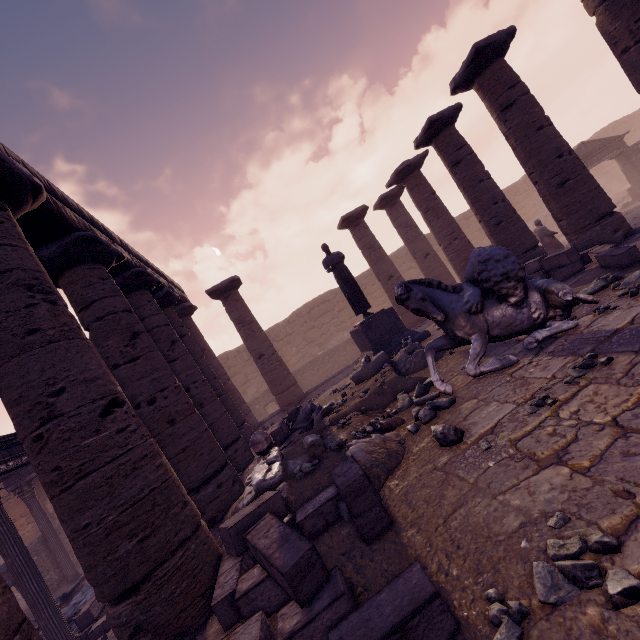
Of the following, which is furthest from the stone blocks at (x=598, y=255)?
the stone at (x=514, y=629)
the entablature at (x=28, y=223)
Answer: the stone at (x=514, y=629)

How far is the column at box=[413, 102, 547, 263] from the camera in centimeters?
942cm

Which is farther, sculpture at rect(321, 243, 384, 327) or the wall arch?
the wall arch

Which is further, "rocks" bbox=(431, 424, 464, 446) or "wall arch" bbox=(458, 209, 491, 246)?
"wall arch" bbox=(458, 209, 491, 246)

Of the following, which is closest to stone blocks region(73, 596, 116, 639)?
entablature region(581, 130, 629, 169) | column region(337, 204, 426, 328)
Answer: column region(337, 204, 426, 328)

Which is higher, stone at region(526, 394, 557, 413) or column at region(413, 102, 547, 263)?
column at region(413, 102, 547, 263)

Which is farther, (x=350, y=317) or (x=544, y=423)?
(x=350, y=317)

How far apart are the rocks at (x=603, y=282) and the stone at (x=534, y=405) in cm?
314
